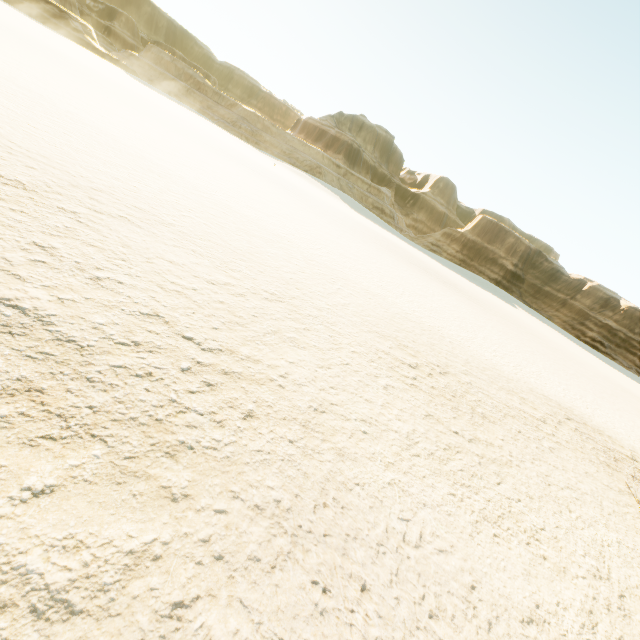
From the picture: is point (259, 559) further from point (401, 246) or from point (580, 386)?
point (401, 246)
